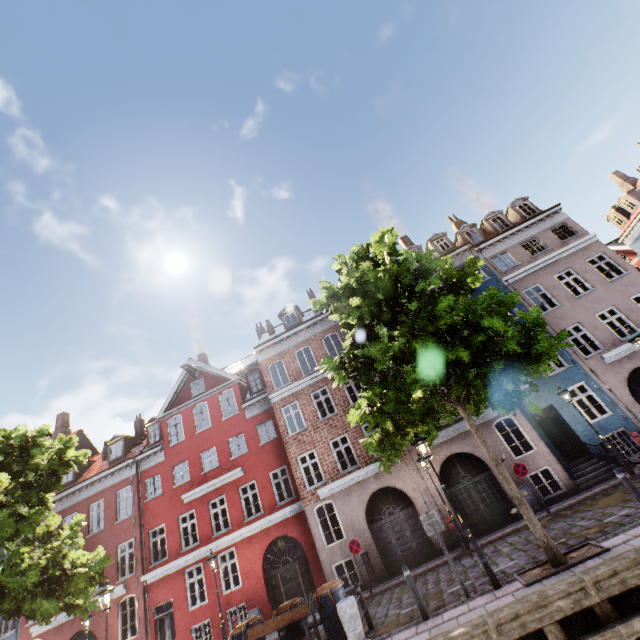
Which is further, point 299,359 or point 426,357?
point 299,359

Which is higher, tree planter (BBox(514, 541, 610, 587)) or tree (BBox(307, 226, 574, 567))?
tree (BBox(307, 226, 574, 567))

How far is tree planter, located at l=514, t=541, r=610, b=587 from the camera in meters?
7.0 m

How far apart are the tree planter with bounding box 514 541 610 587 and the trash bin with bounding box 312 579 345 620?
4.55m

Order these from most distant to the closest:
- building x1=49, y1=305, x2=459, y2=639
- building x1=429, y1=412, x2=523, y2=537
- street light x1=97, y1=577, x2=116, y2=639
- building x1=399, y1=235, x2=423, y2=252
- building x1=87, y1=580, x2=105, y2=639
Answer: building x1=399, y1=235, x2=423, y2=252 < building x1=87, y1=580, x2=105, y2=639 < building x1=49, y1=305, x2=459, y2=639 < building x1=429, y1=412, x2=523, y2=537 < street light x1=97, y1=577, x2=116, y2=639

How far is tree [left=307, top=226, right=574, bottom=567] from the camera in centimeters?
817cm

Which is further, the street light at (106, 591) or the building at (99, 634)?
the building at (99, 634)

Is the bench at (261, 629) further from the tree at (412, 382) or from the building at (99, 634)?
the building at (99, 634)
